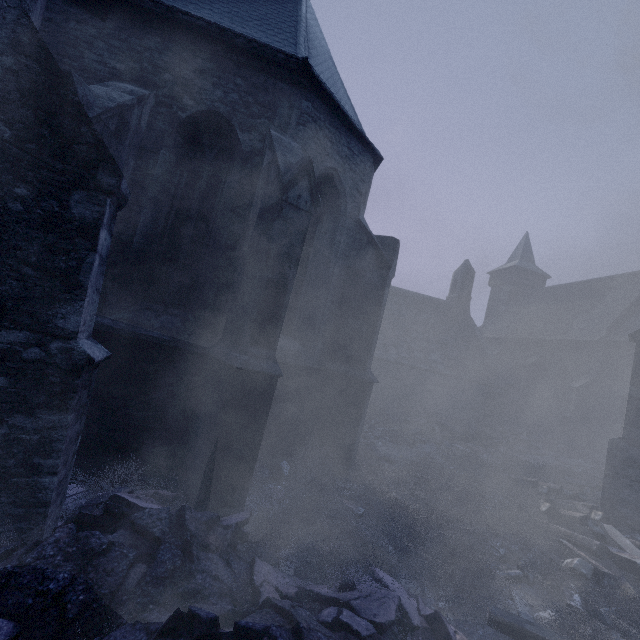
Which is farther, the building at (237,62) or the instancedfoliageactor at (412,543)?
the building at (237,62)

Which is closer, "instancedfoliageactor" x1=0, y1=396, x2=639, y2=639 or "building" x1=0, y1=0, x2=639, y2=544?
"instancedfoliageactor" x1=0, y1=396, x2=639, y2=639

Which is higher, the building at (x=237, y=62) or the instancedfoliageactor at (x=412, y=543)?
the building at (x=237, y=62)

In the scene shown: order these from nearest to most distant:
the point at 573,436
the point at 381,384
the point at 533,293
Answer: the point at 573,436
the point at 381,384
the point at 533,293

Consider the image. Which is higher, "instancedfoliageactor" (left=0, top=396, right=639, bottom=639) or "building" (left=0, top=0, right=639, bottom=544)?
"building" (left=0, top=0, right=639, bottom=544)
